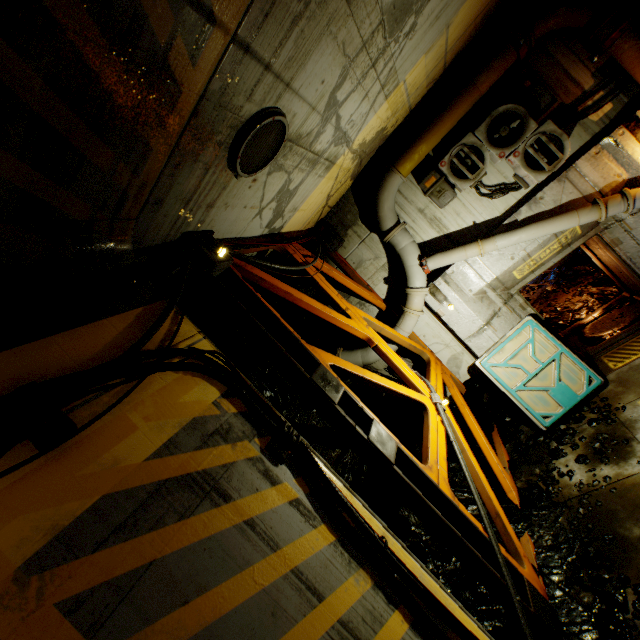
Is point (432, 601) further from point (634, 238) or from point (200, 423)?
point (634, 238)

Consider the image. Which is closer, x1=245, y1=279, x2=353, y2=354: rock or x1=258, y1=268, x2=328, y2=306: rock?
x1=245, y1=279, x2=353, y2=354: rock

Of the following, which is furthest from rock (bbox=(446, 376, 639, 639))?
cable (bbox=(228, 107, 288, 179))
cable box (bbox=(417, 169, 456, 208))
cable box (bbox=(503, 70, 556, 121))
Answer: cable box (bbox=(503, 70, 556, 121))

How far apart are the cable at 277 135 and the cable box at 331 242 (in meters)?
4.34

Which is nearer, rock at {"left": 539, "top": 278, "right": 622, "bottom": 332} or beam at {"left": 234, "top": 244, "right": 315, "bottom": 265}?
beam at {"left": 234, "top": 244, "right": 315, "bottom": 265}

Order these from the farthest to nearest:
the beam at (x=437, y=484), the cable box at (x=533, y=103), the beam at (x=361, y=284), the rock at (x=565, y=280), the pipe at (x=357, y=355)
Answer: the rock at (x=565, y=280)
the pipe at (x=357, y=355)
the beam at (x=361, y=284)
the cable box at (x=533, y=103)
the beam at (x=437, y=484)

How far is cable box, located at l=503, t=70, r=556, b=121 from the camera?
6.04m

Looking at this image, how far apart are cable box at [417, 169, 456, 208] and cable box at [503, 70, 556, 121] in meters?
1.7
